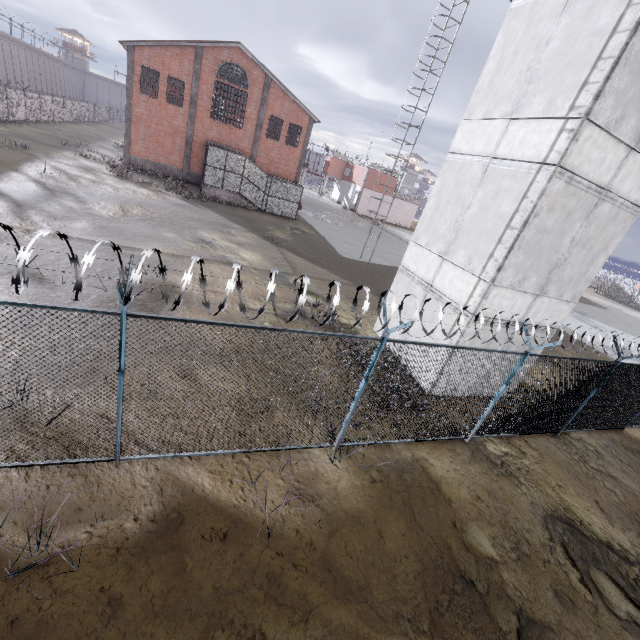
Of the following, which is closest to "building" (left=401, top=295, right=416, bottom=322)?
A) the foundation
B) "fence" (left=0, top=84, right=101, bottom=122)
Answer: "fence" (left=0, top=84, right=101, bottom=122)

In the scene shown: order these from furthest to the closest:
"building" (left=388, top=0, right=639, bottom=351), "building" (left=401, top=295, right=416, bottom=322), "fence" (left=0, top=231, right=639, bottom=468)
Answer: "building" (left=401, top=295, right=416, bottom=322), "building" (left=388, top=0, right=639, bottom=351), "fence" (left=0, top=231, right=639, bottom=468)

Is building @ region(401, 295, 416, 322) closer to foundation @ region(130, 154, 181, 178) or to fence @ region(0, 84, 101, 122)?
fence @ region(0, 84, 101, 122)

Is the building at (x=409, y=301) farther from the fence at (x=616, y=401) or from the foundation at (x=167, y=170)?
the foundation at (x=167, y=170)

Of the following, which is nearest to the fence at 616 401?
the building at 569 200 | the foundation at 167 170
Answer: the building at 569 200

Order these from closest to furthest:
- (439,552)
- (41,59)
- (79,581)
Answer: (79,581), (439,552), (41,59)
